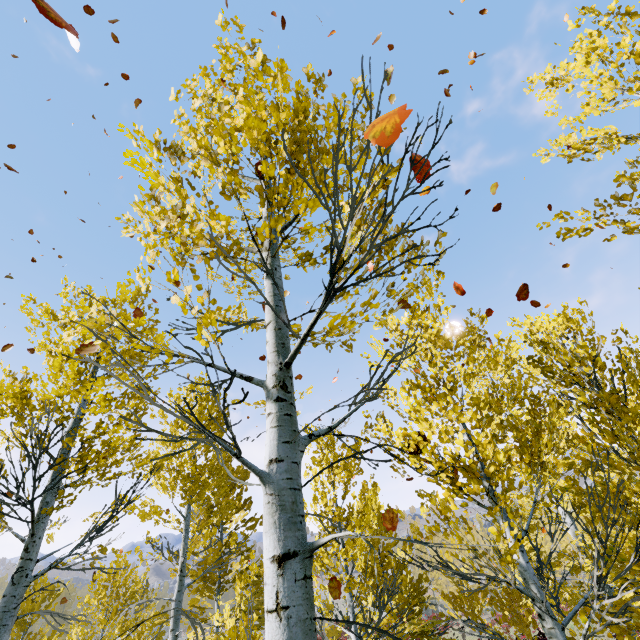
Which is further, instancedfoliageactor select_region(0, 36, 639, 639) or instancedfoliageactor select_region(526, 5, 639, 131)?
instancedfoliageactor select_region(526, 5, 639, 131)

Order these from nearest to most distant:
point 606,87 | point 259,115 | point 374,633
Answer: point 259,115 < point 606,87 < point 374,633

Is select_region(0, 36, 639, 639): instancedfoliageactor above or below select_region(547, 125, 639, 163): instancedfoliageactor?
below

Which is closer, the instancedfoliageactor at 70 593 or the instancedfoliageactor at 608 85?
the instancedfoliageactor at 70 593
